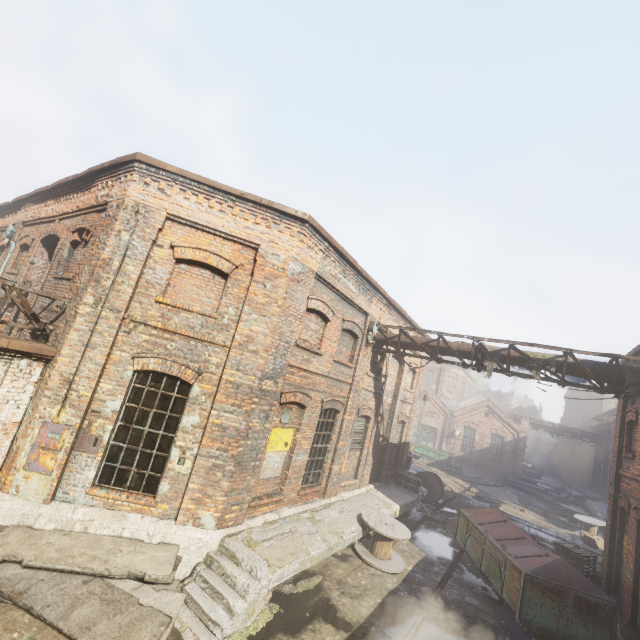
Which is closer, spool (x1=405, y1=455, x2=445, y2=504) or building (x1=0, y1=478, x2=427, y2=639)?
building (x1=0, y1=478, x2=427, y2=639)

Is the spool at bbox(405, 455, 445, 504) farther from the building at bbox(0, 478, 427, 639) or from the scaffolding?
the scaffolding

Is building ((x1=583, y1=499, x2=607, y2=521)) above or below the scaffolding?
below

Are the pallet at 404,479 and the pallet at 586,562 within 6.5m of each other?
yes

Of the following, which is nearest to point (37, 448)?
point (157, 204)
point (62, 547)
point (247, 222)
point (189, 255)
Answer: point (62, 547)

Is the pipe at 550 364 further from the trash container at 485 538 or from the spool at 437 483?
the spool at 437 483

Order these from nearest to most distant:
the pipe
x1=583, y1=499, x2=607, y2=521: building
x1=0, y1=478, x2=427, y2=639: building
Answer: x1=0, y1=478, x2=427, y2=639: building → the pipe → x1=583, y1=499, x2=607, y2=521: building

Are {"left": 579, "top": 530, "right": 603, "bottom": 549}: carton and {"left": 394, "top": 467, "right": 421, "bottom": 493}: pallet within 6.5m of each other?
no
